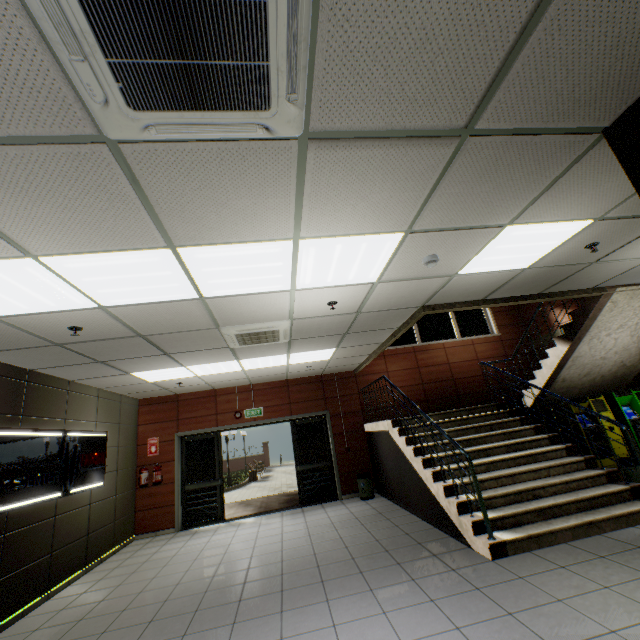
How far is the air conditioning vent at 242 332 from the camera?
4.48m

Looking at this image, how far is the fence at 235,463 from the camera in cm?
2973

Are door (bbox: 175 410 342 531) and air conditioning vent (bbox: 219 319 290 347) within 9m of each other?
yes

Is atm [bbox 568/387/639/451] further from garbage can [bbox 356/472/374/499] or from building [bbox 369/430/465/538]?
garbage can [bbox 356/472/374/499]

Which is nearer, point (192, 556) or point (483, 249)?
point (483, 249)

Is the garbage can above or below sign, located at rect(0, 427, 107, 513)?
below

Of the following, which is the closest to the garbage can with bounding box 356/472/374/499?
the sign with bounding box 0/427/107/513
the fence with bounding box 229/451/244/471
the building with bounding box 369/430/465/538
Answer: the building with bounding box 369/430/465/538

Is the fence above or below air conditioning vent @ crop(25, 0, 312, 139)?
below
